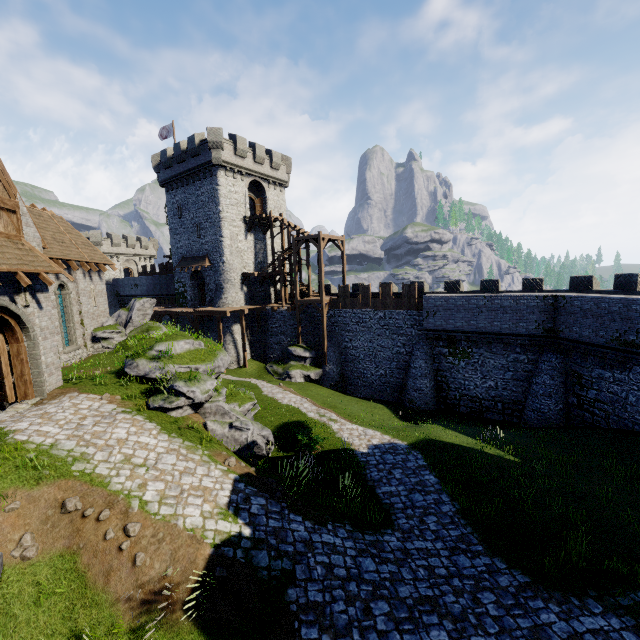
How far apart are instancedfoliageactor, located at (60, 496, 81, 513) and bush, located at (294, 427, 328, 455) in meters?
8.3

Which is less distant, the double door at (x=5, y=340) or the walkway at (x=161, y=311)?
the double door at (x=5, y=340)

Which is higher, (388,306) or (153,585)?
(388,306)

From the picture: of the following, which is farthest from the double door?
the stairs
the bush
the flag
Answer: the flag

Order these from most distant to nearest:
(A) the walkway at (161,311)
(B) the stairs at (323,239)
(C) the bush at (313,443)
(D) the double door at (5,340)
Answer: (A) the walkway at (161,311), (B) the stairs at (323,239), (C) the bush at (313,443), (D) the double door at (5,340)

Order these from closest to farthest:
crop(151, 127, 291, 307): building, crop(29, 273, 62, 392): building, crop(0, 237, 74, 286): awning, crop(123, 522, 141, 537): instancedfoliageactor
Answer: crop(123, 522, 141, 537): instancedfoliageactor < crop(0, 237, 74, 286): awning < crop(29, 273, 62, 392): building < crop(151, 127, 291, 307): building

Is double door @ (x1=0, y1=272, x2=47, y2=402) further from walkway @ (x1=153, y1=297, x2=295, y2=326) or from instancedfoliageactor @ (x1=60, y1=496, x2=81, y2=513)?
walkway @ (x1=153, y1=297, x2=295, y2=326)

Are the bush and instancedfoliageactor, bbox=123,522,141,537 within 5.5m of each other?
no
